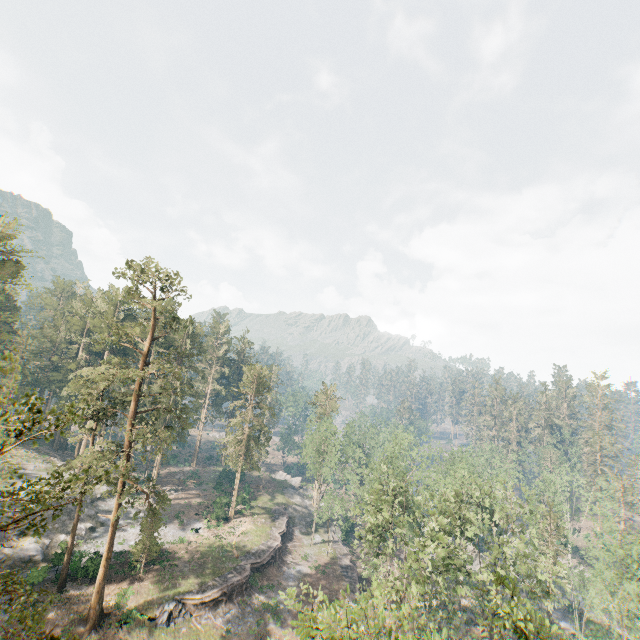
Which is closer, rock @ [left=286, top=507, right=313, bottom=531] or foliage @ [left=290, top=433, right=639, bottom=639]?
foliage @ [left=290, top=433, right=639, bottom=639]

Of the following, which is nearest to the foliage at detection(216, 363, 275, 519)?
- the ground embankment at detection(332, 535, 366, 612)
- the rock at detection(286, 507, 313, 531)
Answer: the rock at detection(286, 507, 313, 531)

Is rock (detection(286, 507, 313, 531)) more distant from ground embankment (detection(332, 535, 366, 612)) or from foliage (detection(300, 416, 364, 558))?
ground embankment (detection(332, 535, 366, 612))

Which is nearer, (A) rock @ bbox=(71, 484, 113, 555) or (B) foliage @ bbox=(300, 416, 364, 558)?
(A) rock @ bbox=(71, 484, 113, 555)

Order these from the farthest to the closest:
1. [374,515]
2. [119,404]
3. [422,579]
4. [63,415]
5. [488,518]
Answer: [488,518] < [119,404] < [374,515] < [422,579] < [63,415]

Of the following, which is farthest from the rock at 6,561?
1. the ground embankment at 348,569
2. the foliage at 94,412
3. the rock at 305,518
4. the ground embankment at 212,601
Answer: the rock at 305,518

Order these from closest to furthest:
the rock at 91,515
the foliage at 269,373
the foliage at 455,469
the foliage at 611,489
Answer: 1. the foliage at 455,469
2. the foliage at 611,489
3. the rock at 91,515
4. the foliage at 269,373
